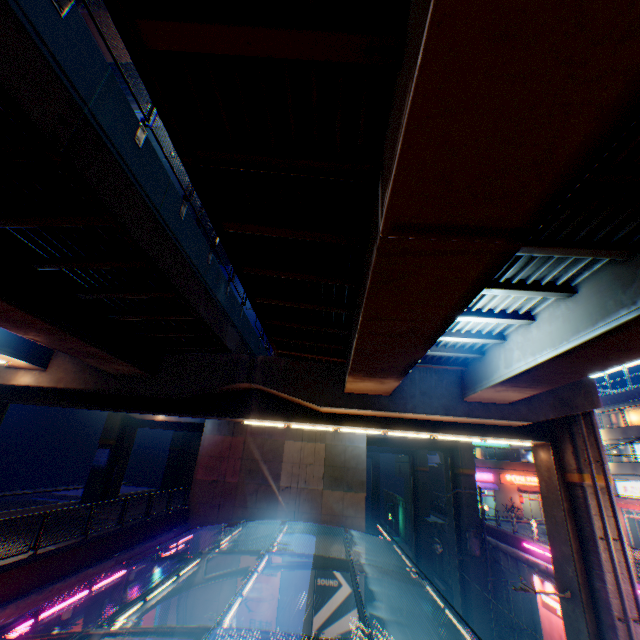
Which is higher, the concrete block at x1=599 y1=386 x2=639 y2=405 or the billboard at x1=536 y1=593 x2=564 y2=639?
the concrete block at x1=599 y1=386 x2=639 y2=405

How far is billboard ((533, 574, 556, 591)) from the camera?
17.2m

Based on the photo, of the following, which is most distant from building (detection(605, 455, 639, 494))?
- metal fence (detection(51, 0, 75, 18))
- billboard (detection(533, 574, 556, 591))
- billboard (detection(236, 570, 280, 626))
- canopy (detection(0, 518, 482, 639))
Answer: billboard (detection(236, 570, 280, 626))

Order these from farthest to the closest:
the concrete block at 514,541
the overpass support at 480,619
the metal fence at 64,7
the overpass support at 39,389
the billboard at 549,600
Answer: the overpass support at 480,619
the concrete block at 514,541
the billboard at 549,600
the metal fence at 64,7
the overpass support at 39,389

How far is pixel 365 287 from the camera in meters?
6.7 m

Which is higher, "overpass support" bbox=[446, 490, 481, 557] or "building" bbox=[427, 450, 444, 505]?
"building" bbox=[427, 450, 444, 505]

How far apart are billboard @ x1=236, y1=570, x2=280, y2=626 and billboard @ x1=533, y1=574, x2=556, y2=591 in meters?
14.9 m

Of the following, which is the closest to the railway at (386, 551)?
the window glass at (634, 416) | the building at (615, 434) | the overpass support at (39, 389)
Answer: the overpass support at (39, 389)
